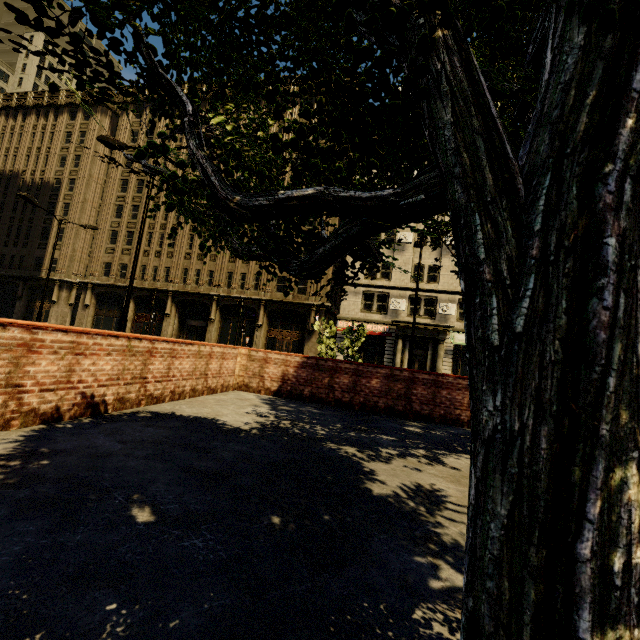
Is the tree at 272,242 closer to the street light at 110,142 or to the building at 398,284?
the street light at 110,142

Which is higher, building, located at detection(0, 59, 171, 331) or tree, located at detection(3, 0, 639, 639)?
building, located at detection(0, 59, 171, 331)

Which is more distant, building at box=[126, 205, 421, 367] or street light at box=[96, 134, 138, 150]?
building at box=[126, 205, 421, 367]

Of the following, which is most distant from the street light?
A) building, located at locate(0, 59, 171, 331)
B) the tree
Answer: building, located at locate(0, 59, 171, 331)

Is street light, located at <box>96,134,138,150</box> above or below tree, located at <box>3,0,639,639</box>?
above

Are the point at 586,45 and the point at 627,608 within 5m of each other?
yes
